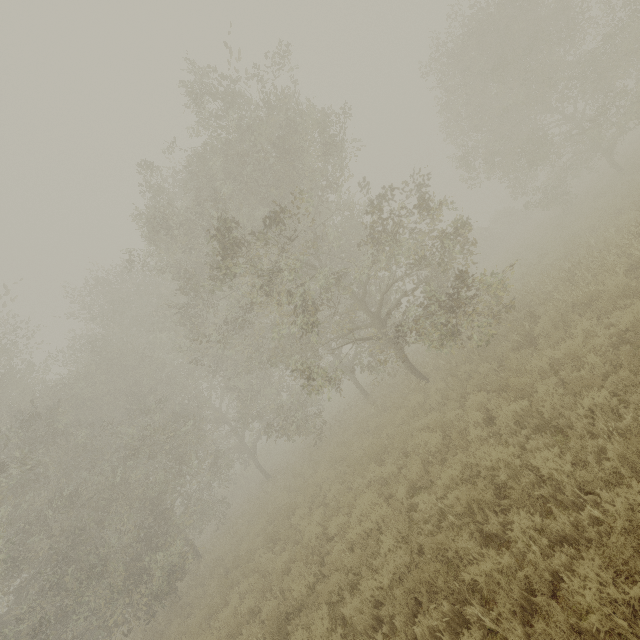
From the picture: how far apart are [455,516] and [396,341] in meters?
8.2 m
